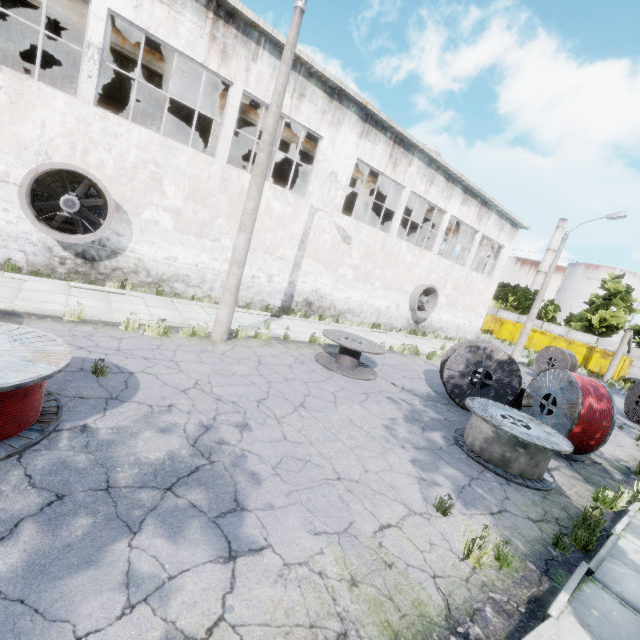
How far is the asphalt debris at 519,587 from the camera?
3.2m

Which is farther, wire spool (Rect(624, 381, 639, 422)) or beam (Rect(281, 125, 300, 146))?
beam (Rect(281, 125, 300, 146))

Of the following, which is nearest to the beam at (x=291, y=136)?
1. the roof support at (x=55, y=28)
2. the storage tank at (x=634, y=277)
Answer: the roof support at (x=55, y=28)

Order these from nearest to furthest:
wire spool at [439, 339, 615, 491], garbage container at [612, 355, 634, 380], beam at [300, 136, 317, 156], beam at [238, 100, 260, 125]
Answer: wire spool at [439, 339, 615, 491], beam at [238, 100, 260, 125], beam at [300, 136, 317, 156], garbage container at [612, 355, 634, 380]

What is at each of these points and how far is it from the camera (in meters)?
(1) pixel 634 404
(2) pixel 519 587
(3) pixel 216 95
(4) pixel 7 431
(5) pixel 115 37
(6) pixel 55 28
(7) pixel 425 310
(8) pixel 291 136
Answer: (1) wire spool, 15.17
(2) asphalt debris, 3.69
(3) beam, 13.59
(4) wire spool, 3.60
(5) beam, 11.37
(6) roof support, 14.15
(7) fan, 21.05
(8) beam, 15.88

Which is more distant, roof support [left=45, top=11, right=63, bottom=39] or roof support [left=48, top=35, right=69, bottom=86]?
→ roof support [left=48, top=35, right=69, bottom=86]

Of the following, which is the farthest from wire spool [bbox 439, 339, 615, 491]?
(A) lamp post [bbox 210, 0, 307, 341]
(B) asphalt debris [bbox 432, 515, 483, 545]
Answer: (A) lamp post [bbox 210, 0, 307, 341]

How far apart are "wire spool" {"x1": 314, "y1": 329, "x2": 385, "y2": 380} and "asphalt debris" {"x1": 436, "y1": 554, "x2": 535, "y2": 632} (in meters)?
4.96
